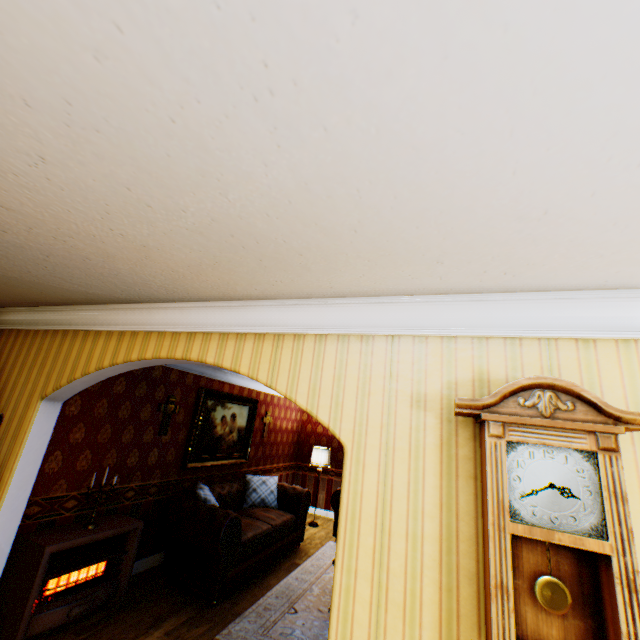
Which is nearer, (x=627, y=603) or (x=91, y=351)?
(x=627, y=603)

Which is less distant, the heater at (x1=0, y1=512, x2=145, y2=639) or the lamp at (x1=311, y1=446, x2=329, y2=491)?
the heater at (x1=0, y1=512, x2=145, y2=639)

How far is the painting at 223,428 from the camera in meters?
5.8

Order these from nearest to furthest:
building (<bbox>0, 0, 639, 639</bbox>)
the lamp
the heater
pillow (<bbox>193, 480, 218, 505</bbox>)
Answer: building (<bbox>0, 0, 639, 639</bbox>), the heater, pillow (<bbox>193, 480, 218, 505</bbox>), the lamp

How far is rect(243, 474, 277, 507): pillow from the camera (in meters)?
6.38

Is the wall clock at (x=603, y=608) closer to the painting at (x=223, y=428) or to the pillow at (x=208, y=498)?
the pillow at (x=208, y=498)

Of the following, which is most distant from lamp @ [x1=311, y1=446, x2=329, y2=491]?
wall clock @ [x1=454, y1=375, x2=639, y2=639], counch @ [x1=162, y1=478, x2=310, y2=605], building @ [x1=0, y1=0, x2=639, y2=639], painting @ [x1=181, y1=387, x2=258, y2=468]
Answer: wall clock @ [x1=454, y1=375, x2=639, y2=639]

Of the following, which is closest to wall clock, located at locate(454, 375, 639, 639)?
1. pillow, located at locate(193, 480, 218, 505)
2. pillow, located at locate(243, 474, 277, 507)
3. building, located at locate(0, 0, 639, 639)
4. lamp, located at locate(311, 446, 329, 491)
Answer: building, located at locate(0, 0, 639, 639)
